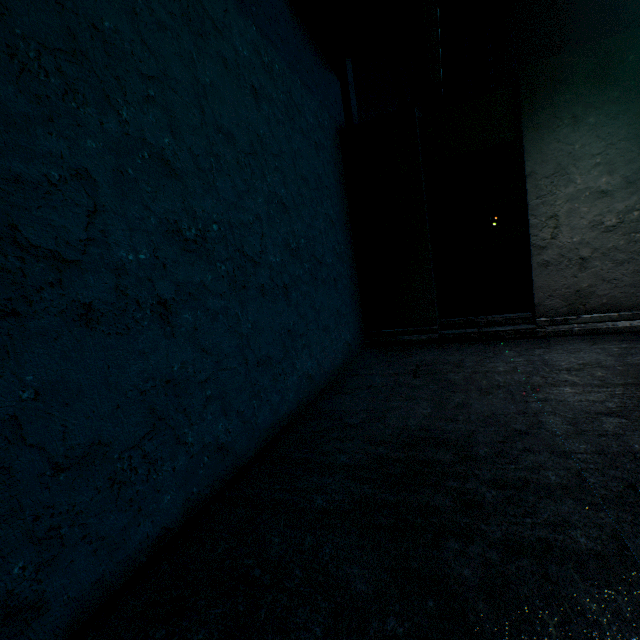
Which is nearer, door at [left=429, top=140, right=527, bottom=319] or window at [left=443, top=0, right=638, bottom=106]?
door at [left=429, top=140, right=527, bottom=319]

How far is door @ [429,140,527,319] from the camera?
3.98m

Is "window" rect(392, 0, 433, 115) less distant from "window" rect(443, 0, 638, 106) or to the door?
"window" rect(443, 0, 638, 106)

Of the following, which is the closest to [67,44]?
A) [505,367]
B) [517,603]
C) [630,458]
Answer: [517,603]

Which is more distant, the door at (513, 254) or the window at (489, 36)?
the window at (489, 36)

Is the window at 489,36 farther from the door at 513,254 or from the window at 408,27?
the door at 513,254

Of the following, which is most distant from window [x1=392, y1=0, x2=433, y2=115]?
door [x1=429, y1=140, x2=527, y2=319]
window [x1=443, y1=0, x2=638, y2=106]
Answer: door [x1=429, y1=140, x2=527, y2=319]
